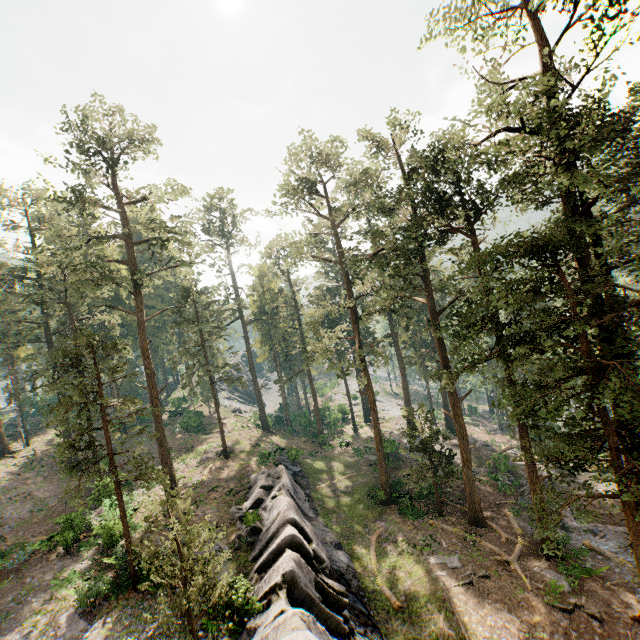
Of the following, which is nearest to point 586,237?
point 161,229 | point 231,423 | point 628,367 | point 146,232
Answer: point 628,367

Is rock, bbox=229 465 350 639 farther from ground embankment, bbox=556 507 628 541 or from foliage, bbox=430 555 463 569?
ground embankment, bbox=556 507 628 541

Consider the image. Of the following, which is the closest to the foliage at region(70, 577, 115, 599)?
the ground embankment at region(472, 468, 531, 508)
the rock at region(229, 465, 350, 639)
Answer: the ground embankment at region(472, 468, 531, 508)

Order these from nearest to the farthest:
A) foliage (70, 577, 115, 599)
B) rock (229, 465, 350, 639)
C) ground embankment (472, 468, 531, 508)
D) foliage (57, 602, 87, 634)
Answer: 1. rock (229, 465, 350, 639)
2. foliage (57, 602, 87, 634)
3. foliage (70, 577, 115, 599)
4. ground embankment (472, 468, 531, 508)

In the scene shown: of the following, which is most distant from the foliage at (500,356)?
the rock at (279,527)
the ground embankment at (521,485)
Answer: the rock at (279,527)

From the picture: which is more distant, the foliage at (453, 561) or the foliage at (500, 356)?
the foliage at (453, 561)
